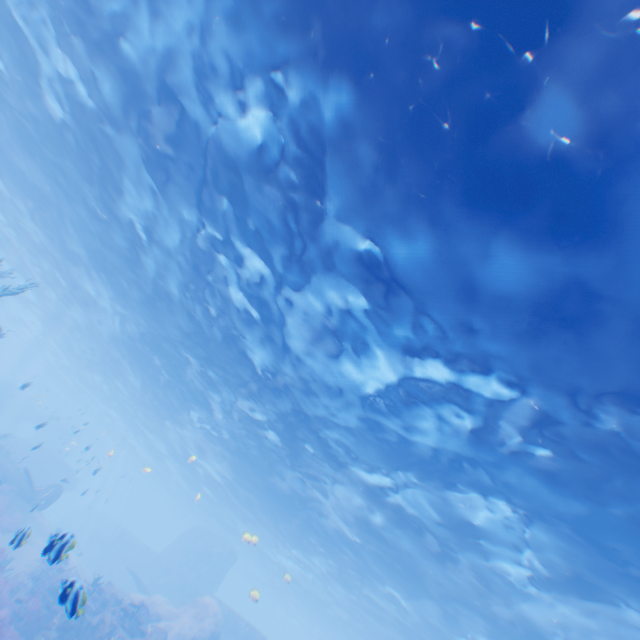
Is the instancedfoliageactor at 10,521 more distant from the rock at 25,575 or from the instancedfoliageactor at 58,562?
the instancedfoliageactor at 58,562

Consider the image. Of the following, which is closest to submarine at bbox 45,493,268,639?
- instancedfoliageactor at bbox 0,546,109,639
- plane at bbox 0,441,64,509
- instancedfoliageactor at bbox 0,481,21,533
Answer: plane at bbox 0,441,64,509

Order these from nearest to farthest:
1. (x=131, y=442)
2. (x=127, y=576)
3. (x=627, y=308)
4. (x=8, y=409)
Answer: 1. (x=627, y=308)
2. (x=127, y=576)
3. (x=8, y=409)
4. (x=131, y=442)

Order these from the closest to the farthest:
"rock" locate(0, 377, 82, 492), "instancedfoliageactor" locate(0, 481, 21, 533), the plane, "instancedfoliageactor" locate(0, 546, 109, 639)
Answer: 1. "instancedfoliageactor" locate(0, 546, 109, 639)
2. "instancedfoliageactor" locate(0, 481, 21, 533)
3. the plane
4. "rock" locate(0, 377, 82, 492)

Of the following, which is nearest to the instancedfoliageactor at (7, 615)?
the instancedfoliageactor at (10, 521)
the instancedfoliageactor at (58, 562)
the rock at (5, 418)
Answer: the rock at (5, 418)

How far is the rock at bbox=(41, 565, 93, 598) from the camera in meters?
5.3 m

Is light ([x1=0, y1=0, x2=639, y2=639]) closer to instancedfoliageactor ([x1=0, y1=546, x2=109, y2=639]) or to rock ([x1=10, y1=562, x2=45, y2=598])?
rock ([x1=10, y1=562, x2=45, y2=598])

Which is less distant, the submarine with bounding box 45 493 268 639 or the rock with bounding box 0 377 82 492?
the submarine with bounding box 45 493 268 639
